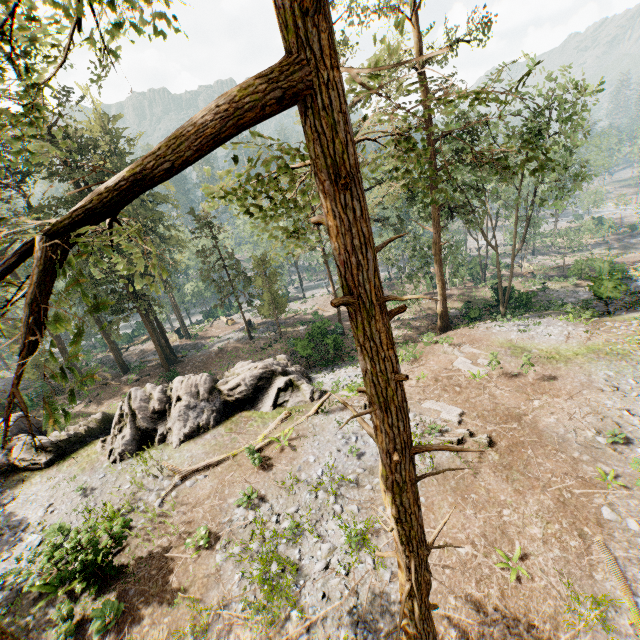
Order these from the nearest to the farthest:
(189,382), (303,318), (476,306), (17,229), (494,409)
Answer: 1. (17,229)
2. (494,409)
3. (189,382)
4. (476,306)
5. (303,318)

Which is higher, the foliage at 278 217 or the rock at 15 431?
the foliage at 278 217

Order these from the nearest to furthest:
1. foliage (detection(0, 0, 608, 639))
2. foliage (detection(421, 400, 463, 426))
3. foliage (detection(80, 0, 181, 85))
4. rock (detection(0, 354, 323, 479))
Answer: foliage (detection(0, 0, 608, 639))
foliage (detection(80, 0, 181, 85))
foliage (detection(421, 400, 463, 426))
rock (detection(0, 354, 323, 479))

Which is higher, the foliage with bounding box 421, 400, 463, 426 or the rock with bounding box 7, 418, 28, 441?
the rock with bounding box 7, 418, 28, 441

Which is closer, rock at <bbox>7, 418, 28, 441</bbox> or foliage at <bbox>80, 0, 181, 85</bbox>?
foliage at <bbox>80, 0, 181, 85</bbox>

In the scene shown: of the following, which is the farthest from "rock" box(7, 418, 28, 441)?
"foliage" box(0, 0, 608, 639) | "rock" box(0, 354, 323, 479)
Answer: "foliage" box(0, 0, 608, 639)

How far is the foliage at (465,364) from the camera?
18.0m
